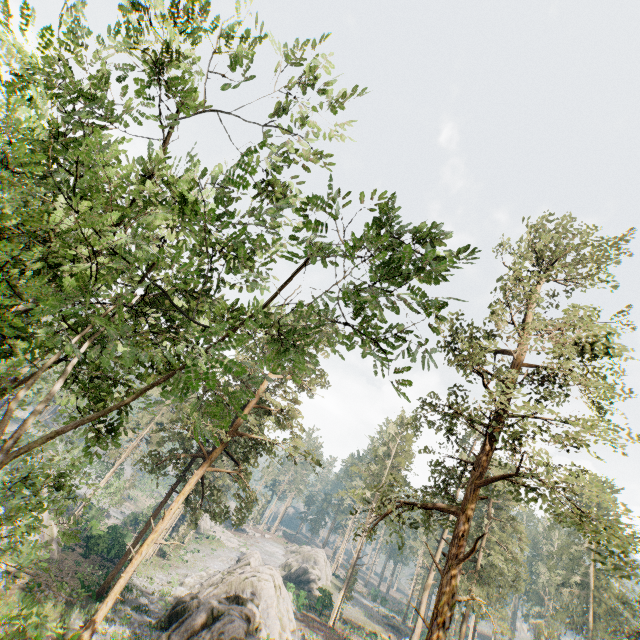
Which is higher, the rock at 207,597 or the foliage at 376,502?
the foliage at 376,502

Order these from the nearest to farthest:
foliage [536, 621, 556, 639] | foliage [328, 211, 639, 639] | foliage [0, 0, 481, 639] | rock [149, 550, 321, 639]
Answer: foliage [0, 0, 481, 639]
foliage [328, 211, 639, 639]
rock [149, 550, 321, 639]
foliage [536, 621, 556, 639]

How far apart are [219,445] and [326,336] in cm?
984

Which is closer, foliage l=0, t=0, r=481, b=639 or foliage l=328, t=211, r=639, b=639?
foliage l=0, t=0, r=481, b=639

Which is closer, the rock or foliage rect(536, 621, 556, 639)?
the rock

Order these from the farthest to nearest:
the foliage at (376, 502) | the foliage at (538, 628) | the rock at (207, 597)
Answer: the foliage at (538, 628)
the rock at (207, 597)
the foliage at (376, 502)
